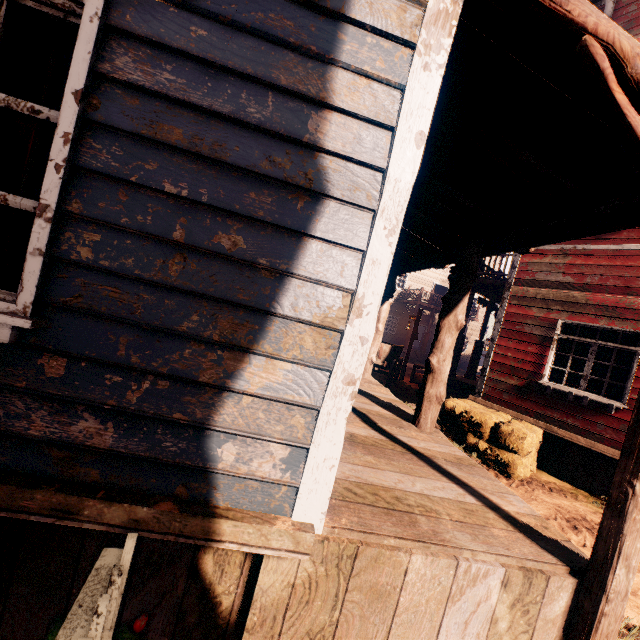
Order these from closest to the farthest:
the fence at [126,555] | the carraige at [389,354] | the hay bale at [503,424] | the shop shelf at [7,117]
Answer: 1. the fence at [126,555]
2. the shop shelf at [7,117]
3. the hay bale at [503,424]
4. the carraige at [389,354]

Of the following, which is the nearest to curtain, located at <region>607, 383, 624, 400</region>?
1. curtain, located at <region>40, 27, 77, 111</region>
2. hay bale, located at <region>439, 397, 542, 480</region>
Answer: hay bale, located at <region>439, 397, 542, 480</region>

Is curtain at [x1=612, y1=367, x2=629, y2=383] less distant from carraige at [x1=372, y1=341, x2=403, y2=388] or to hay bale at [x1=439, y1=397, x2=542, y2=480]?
hay bale at [x1=439, y1=397, x2=542, y2=480]

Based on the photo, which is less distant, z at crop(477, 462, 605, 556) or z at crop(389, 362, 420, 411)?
z at crop(477, 462, 605, 556)

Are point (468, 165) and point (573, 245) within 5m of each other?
no

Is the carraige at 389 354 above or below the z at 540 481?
above

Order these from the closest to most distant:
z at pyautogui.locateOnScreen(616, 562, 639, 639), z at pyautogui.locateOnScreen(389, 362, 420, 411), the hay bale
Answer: z at pyautogui.locateOnScreen(616, 562, 639, 639)
the hay bale
z at pyautogui.locateOnScreen(389, 362, 420, 411)

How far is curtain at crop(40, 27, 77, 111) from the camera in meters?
1.6
